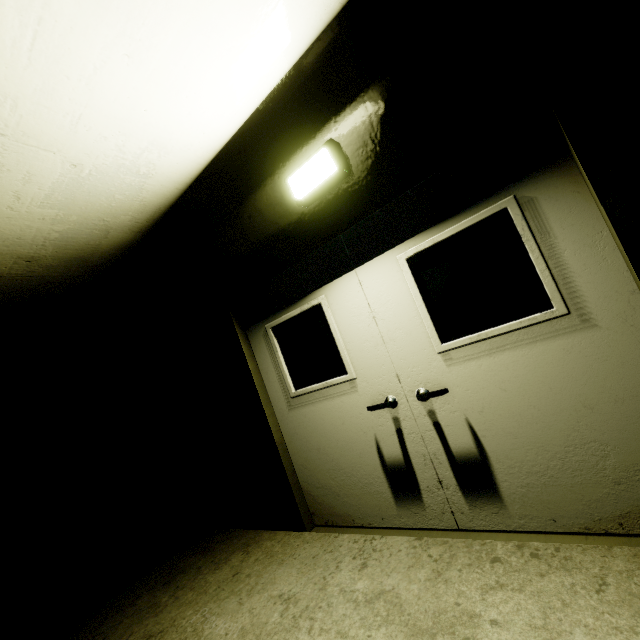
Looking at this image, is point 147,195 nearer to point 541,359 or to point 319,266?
point 319,266

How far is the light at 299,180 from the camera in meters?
2.3 m

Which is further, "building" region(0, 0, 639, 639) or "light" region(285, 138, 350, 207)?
"light" region(285, 138, 350, 207)

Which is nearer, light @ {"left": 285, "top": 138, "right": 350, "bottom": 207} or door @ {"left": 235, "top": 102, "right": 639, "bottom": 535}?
door @ {"left": 235, "top": 102, "right": 639, "bottom": 535}

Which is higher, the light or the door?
the light

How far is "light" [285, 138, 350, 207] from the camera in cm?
234

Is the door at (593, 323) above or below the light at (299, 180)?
below
